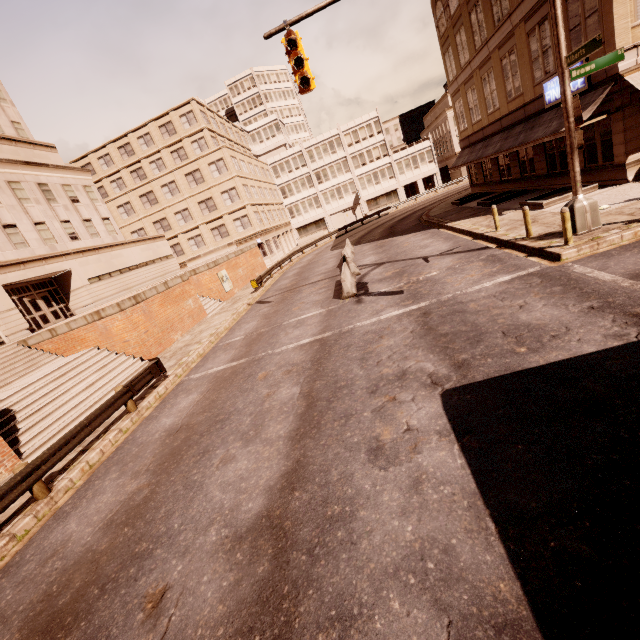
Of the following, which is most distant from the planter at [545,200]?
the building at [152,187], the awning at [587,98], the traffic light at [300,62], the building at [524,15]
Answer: the building at [152,187]

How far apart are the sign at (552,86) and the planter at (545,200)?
4.3 meters

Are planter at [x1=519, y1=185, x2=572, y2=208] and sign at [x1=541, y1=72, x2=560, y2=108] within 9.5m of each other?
yes

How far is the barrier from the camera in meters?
14.8 m

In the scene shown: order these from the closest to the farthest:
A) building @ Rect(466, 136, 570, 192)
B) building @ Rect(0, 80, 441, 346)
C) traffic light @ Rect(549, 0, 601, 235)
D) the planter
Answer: traffic light @ Rect(549, 0, 601, 235) < the planter < building @ Rect(466, 136, 570, 192) < building @ Rect(0, 80, 441, 346)

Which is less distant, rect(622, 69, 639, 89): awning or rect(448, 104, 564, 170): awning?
rect(622, 69, 639, 89): awning

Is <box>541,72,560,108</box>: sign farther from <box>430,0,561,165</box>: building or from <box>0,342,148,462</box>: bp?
<box>0,342,148,462</box>: bp

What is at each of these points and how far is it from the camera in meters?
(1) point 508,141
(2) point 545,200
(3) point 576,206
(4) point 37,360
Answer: (1) awning, 22.0
(2) planter, 17.5
(3) traffic light, 10.8
(4) bp, 16.4
